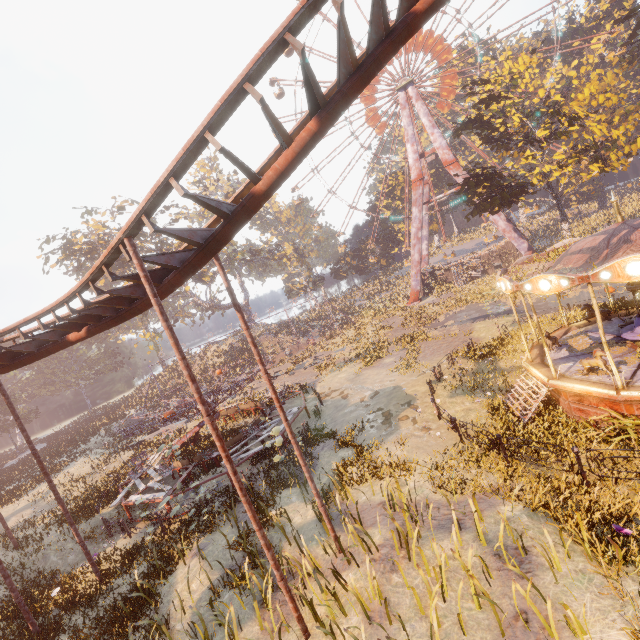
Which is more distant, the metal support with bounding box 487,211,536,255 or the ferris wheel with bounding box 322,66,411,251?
the ferris wheel with bounding box 322,66,411,251

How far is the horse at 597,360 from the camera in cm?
998

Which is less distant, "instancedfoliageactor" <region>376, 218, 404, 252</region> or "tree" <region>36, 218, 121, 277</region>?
"tree" <region>36, 218, 121, 277</region>

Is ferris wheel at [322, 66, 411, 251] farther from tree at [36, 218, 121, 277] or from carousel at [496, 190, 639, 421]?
carousel at [496, 190, 639, 421]

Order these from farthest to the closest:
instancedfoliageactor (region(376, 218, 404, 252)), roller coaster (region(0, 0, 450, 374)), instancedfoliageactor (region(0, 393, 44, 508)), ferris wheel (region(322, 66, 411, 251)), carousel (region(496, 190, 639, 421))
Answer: instancedfoliageactor (region(376, 218, 404, 252)) < ferris wheel (region(322, 66, 411, 251)) < instancedfoliageactor (region(0, 393, 44, 508)) < carousel (region(496, 190, 639, 421)) < roller coaster (region(0, 0, 450, 374))

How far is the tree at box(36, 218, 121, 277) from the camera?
35.6m

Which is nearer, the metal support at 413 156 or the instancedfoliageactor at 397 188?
the metal support at 413 156

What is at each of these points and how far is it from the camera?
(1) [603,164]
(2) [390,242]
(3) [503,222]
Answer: (1) tree, 23.95m
(2) instancedfoliageactor, 56.03m
(3) metal support, 38.59m
